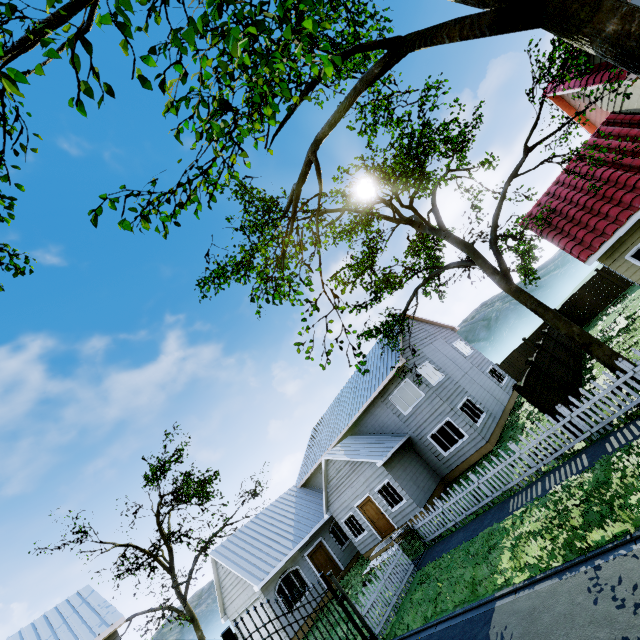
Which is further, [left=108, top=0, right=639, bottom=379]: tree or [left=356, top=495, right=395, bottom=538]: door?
[left=356, top=495, right=395, bottom=538]: door

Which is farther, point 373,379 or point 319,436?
point 319,436

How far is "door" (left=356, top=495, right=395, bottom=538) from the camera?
17.7m

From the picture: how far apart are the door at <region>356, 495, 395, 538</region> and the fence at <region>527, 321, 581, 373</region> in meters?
13.2

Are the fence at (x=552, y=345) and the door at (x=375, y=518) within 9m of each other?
no

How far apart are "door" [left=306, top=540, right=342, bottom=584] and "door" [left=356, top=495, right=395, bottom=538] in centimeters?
438cm

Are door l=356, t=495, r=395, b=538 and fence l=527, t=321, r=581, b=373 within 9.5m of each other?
no

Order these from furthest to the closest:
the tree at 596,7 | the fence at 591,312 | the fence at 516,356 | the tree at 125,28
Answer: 1. the fence at 591,312
2. the fence at 516,356
3. the tree at 596,7
4. the tree at 125,28
